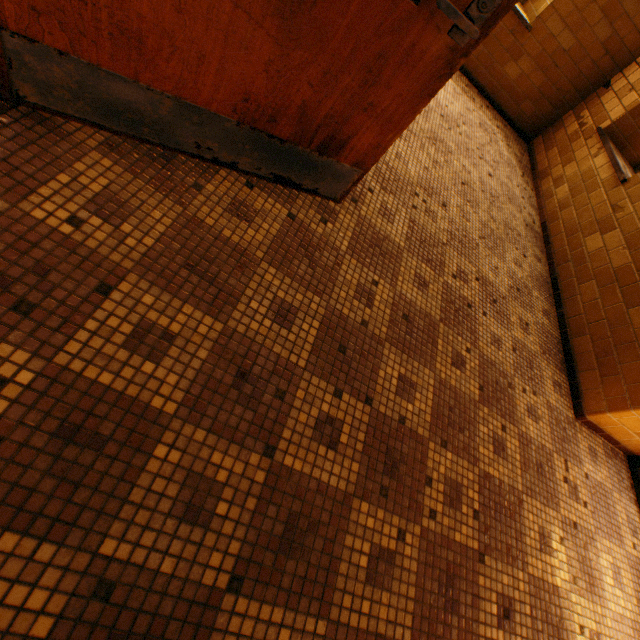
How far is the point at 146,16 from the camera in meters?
1.0

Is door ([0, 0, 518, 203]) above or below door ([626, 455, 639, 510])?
above

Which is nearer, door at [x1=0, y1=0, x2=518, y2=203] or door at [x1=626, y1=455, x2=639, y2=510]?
door at [x1=0, y1=0, x2=518, y2=203]

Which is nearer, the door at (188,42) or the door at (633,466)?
the door at (188,42)

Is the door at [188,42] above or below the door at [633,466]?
above
